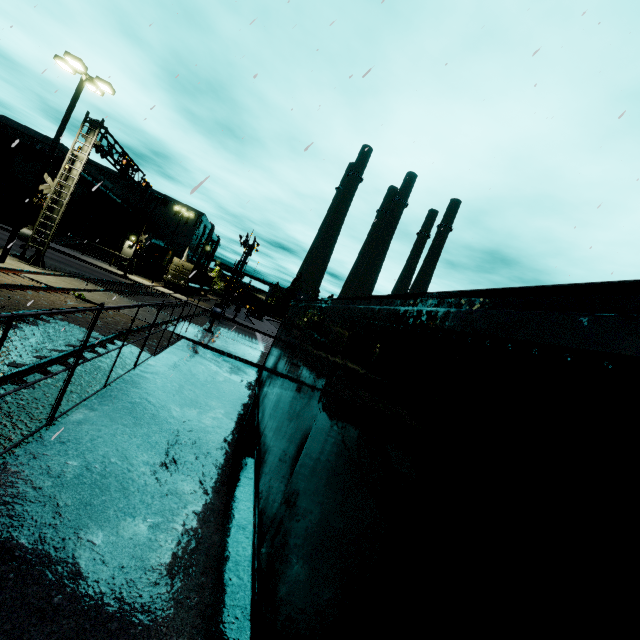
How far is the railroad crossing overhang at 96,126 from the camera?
17.4m

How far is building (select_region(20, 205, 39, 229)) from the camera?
35.4m

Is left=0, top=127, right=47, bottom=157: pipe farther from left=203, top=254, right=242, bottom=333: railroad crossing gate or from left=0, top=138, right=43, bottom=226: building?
left=203, top=254, right=242, bottom=333: railroad crossing gate

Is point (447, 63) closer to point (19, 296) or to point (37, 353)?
point (37, 353)

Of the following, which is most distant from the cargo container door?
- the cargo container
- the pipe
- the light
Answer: the light

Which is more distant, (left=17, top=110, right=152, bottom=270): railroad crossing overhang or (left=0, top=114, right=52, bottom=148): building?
(left=0, top=114, right=52, bottom=148): building

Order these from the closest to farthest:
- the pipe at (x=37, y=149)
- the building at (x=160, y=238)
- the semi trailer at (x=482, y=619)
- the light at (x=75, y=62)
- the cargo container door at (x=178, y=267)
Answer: the semi trailer at (x=482, y=619)
the light at (x=75, y=62)
the pipe at (x=37, y=149)
the cargo container door at (x=178, y=267)
the building at (x=160, y=238)

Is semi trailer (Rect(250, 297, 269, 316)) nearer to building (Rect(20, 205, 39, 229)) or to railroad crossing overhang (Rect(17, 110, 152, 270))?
building (Rect(20, 205, 39, 229))
